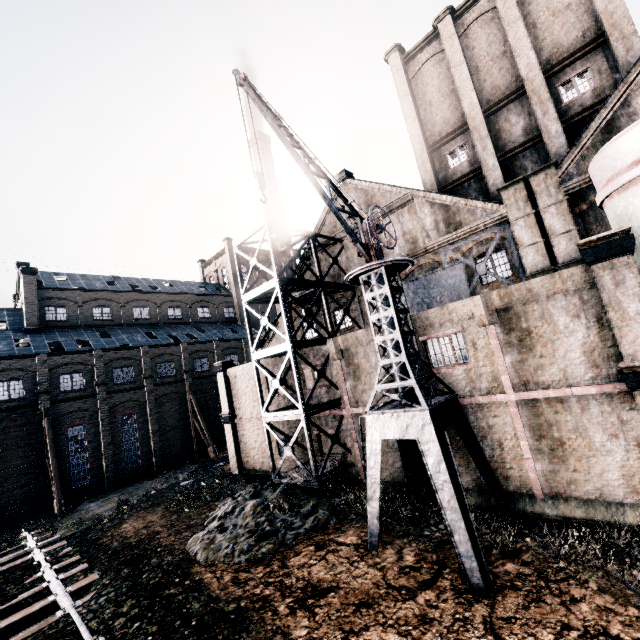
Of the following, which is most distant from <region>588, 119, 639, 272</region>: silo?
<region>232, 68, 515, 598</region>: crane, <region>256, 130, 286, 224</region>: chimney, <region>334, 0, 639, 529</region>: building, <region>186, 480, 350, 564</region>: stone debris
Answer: <region>256, 130, 286, 224</region>: chimney

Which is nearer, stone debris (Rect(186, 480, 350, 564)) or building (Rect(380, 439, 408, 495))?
stone debris (Rect(186, 480, 350, 564))

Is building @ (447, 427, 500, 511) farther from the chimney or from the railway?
the railway

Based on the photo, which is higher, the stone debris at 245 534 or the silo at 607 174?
the silo at 607 174

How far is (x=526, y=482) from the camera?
13.5 meters

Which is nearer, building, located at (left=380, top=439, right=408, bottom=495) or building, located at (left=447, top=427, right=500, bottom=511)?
building, located at (left=447, top=427, right=500, bottom=511)

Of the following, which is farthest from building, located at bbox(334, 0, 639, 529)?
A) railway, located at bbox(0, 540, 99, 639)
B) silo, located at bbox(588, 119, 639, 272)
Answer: railway, located at bbox(0, 540, 99, 639)

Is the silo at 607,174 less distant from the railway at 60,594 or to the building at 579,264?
the building at 579,264
